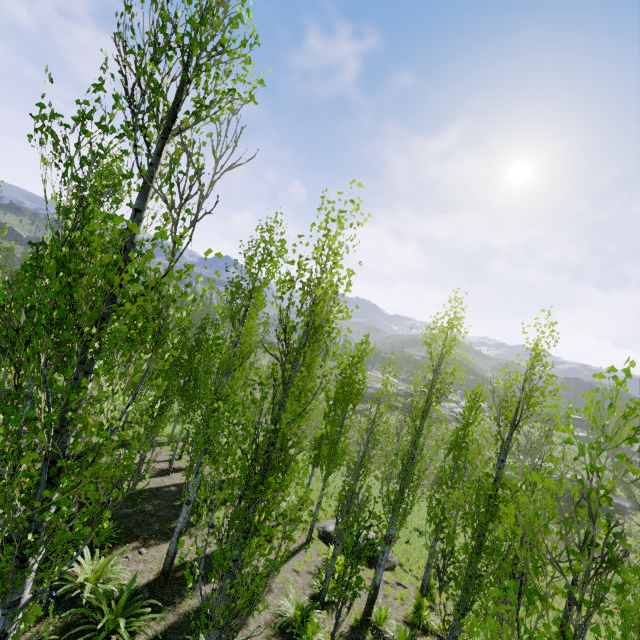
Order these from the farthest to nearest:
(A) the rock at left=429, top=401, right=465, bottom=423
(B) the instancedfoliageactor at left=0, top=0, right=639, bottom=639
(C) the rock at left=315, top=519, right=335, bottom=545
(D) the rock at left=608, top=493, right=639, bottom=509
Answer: (A) the rock at left=429, top=401, right=465, bottom=423, (D) the rock at left=608, top=493, right=639, bottom=509, (C) the rock at left=315, top=519, right=335, bottom=545, (B) the instancedfoliageactor at left=0, top=0, right=639, bottom=639

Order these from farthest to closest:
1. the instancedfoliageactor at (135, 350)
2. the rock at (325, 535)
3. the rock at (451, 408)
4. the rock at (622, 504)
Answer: the rock at (451, 408) → the rock at (622, 504) → the rock at (325, 535) → the instancedfoliageactor at (135, 350)

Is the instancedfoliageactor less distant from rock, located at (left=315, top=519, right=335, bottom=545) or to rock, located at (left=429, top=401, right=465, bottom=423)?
rock, located at (left=429, top=401, right=465, bottom=423)

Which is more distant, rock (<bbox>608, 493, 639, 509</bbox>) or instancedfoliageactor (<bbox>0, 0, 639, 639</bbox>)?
rock (<bbox>608, 493, 639, 509</bbox>)

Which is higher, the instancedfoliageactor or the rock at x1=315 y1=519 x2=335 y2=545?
the instancedfoliageactor

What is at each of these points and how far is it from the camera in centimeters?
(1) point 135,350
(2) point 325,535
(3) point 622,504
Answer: (1) instancedfoliageactor, 466cm
(2) rock, 1439cm
(3) rock, 3406cm

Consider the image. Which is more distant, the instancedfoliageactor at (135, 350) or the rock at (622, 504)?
the rock at (622, 504)

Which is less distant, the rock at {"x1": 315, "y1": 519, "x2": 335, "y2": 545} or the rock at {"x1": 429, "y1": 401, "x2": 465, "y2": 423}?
the rock at {"x1": 315, "y1": 519, "x2": 335, "y2": 545}
